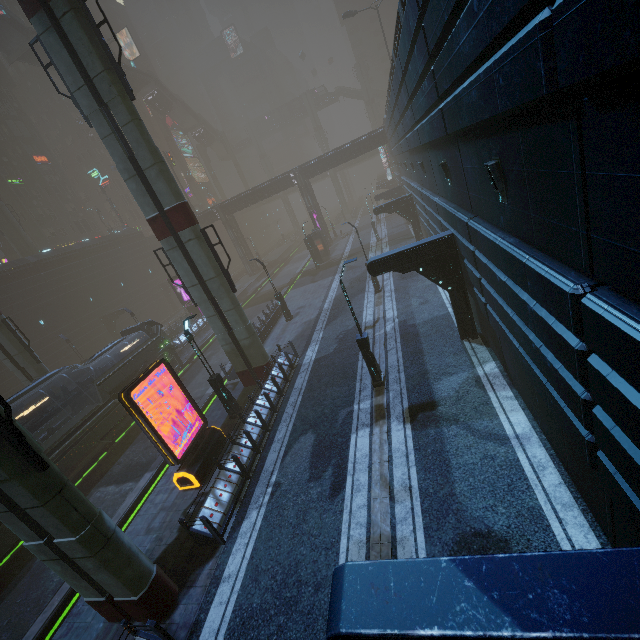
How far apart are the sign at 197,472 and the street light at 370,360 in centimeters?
747cm

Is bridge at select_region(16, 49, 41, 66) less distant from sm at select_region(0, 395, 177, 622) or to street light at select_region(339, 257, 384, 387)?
sm at select_region(0, 395, 177, 622)

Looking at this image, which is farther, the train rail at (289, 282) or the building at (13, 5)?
the building at (13, 5)

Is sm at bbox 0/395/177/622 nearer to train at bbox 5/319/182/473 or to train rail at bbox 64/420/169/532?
train rail at bbox 64/420/169/532

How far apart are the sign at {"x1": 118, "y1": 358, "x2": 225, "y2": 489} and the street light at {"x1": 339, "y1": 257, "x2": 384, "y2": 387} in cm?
747

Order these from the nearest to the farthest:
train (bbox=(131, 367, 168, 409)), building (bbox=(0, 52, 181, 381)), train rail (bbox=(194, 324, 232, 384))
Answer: train (bbox=(131, 367, 168, 409))
train rail (bbox=(194, 324, 232, 384))
building (bbox=(0, 52, 181, 381))

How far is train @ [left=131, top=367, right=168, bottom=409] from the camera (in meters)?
22.04

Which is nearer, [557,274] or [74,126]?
[557,274]
